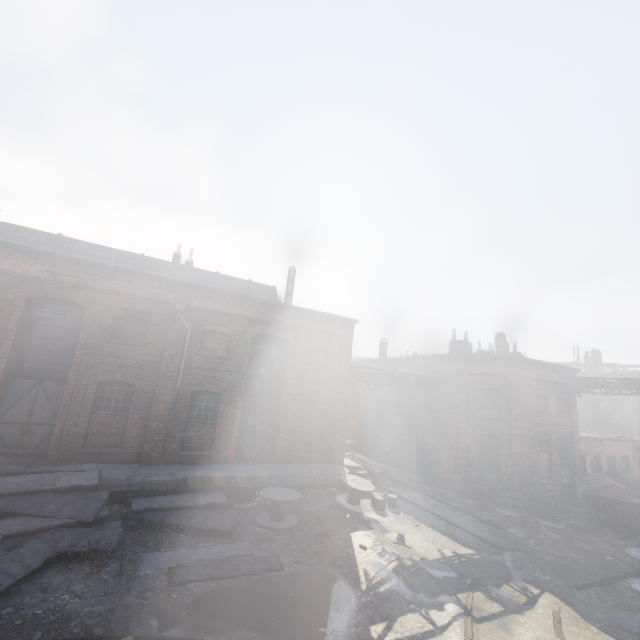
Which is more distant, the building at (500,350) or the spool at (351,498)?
the building at (500,350)

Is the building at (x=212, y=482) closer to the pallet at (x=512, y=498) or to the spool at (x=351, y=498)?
the spool at (x=351, y=498)

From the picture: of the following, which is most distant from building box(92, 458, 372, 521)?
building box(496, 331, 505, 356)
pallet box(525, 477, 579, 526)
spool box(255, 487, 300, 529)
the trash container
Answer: building box(496, 331, 505, 356)

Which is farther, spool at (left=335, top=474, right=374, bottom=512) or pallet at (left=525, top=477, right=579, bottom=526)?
pallet at (left=525, top=477, right=579, bottom=526)

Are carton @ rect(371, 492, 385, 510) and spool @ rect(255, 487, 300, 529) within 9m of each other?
yes

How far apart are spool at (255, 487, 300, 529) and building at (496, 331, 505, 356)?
18.97m

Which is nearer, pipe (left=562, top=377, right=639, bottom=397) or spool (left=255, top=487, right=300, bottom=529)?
spool (left=255, top=487, right=300, bottom=529)

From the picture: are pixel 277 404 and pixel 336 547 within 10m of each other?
yes
